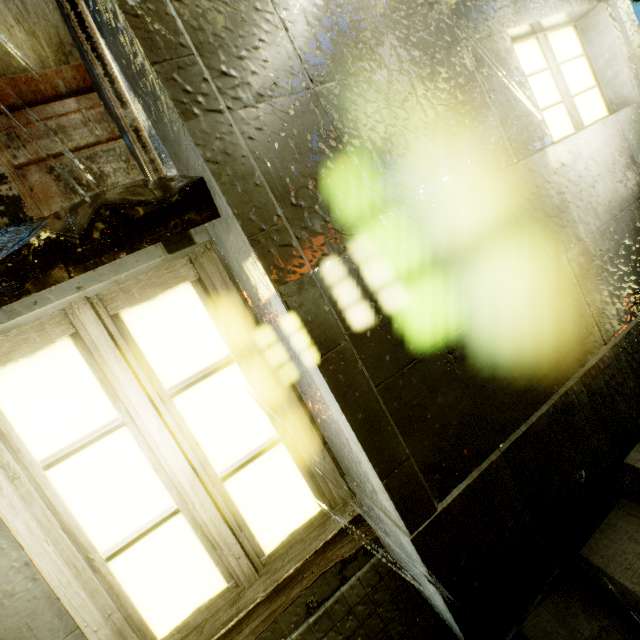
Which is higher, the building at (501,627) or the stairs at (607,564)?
the building at (501,627)

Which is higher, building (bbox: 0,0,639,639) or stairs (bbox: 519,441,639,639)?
building (bbox: 0,0,639,639)

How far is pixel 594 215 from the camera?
2.2 meters
